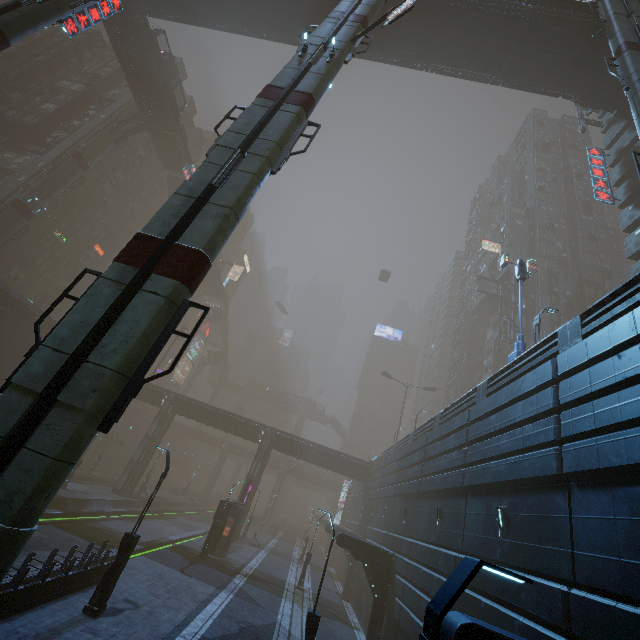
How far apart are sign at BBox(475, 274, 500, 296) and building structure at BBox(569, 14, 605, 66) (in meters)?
26.26

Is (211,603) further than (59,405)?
Yes

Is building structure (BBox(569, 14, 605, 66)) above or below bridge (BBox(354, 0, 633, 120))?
below

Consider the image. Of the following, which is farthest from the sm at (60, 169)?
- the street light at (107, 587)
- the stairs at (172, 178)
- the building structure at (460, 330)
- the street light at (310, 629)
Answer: the building structure at (460, 330)

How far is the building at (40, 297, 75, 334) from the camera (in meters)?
36.00

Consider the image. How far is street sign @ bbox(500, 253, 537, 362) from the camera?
15.4m

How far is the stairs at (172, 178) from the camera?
50.4 meters

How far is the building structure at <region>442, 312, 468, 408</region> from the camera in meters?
52.7 m
